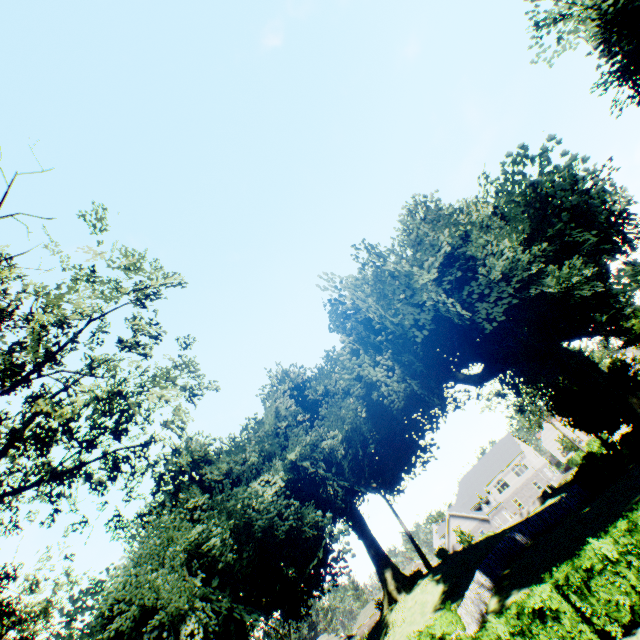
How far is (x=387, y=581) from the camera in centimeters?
3525cm

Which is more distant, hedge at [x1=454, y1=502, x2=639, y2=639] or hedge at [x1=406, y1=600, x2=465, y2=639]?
hedge at [x1=406, y1=600, x2=465, y2=639]

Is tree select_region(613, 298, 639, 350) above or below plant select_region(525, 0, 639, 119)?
below

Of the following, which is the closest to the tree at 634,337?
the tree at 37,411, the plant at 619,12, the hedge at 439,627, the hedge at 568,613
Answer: the plant at 619,12

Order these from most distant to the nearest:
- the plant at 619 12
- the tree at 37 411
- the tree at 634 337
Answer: the tree at 634 337, the plant at 619 12, the tree at 37 411

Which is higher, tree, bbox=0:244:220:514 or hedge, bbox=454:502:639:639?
tree, bbox=0:244:220:514

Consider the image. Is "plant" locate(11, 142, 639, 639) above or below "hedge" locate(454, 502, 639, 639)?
above

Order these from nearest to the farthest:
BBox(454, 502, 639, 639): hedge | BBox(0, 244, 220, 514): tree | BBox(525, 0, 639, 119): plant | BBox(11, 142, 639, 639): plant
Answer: BBox(454, 502, 639, 639): hedge
BBox(0, 244, 220, 514): tree
BBox(525, 0, 639, 119): plant
BBox(11, 142, 639, 639): plant
